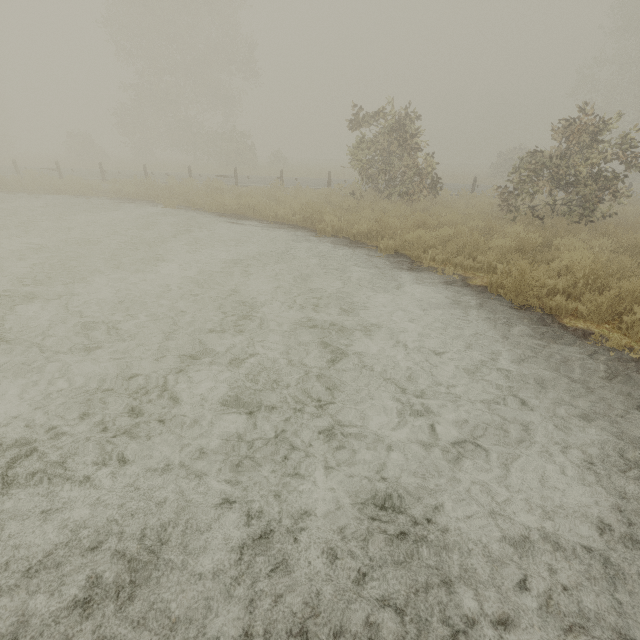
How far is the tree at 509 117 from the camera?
58.12m

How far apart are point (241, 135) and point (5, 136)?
33.5 meters

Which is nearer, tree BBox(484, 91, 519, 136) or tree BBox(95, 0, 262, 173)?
tree BBox(95, 0, 262, 173)

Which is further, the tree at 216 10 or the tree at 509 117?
the tree at 509 117

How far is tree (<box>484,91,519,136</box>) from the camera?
58.1m
